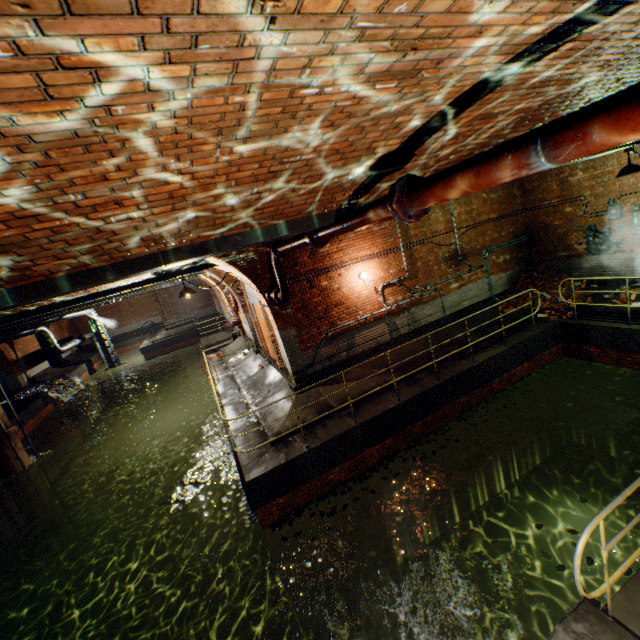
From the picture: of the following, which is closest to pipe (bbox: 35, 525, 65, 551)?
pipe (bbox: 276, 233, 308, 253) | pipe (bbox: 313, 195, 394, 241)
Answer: pipe (bbox: 276, 233, 308, 253)

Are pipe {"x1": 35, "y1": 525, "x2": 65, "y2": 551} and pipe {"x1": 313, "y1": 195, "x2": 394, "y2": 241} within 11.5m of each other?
no

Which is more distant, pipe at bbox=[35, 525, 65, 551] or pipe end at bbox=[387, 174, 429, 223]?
pipe at bbox=[35, 525, 65, 551]

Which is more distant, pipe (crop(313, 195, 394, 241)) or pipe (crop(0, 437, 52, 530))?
pipe (crop(0, 437, 52, 530))

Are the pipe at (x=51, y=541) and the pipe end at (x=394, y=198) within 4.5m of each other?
no

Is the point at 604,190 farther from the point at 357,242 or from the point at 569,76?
the point at 569,76

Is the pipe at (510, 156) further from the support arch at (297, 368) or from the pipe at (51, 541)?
the pipe at (51, 541)

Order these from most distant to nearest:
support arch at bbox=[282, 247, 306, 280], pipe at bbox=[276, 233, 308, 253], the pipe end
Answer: support arch at bbox=[282, 247, 306, 280] → pipe at bbox=[276, 233, 308, 253] → the pipe end
